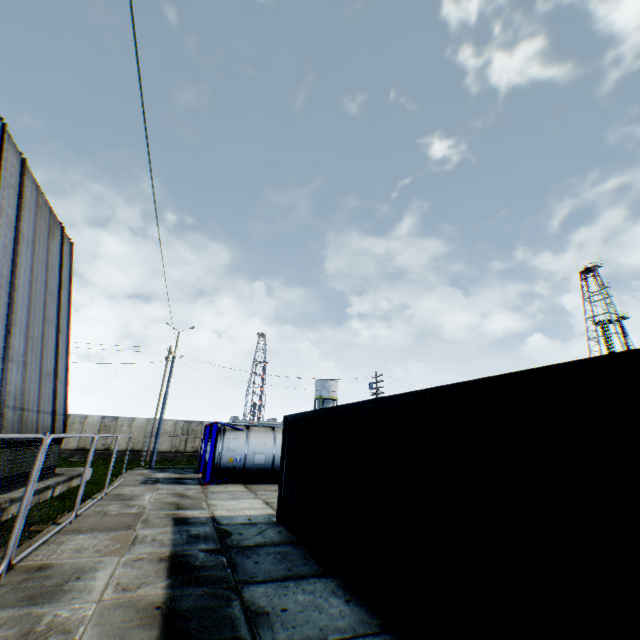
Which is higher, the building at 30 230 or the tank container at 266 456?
the building at 30 230

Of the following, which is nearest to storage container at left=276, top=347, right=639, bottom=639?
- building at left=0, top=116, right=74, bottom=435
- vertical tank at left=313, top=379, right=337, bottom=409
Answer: building at left=0, top=116, right=74, bottom=435

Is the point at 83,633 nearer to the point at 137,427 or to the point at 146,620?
the point at 146,620

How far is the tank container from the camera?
16.3 meters

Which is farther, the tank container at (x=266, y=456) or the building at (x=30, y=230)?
the tank container at (x=266, y=456)

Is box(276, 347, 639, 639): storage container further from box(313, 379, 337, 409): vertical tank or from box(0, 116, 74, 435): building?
box(313, 379, 337, 409): vertical tank

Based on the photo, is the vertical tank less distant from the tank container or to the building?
the tank container

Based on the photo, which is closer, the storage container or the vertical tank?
the storage container
